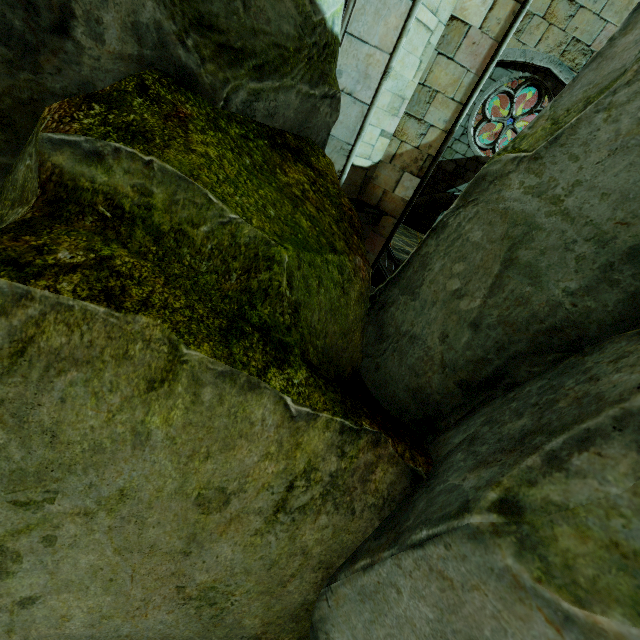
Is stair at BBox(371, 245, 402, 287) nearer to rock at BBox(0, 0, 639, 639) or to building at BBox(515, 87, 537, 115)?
rock at BBox(0, 0, 639, 639)

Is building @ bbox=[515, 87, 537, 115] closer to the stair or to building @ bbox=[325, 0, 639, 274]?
building @ bbox=[325, 0, 639, 274]

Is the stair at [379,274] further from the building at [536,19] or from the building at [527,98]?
the building at [527,98]

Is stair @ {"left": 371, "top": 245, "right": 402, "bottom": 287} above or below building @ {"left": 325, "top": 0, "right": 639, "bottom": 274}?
below

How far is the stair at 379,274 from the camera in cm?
818

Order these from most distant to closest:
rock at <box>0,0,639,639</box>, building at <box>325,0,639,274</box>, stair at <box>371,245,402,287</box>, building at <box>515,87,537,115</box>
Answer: building at <box>515,87,537,115</box> → stair at <box>371,245,402,287</box> → building at <box>325,0,639,274</box> → rock at <box>0,0,639,639</box>

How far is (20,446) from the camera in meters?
0.9 m

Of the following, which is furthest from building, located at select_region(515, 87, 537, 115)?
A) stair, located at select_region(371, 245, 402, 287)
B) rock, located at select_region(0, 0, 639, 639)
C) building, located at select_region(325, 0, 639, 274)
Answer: rock, located at select_region(0, 0, 639, 639)
